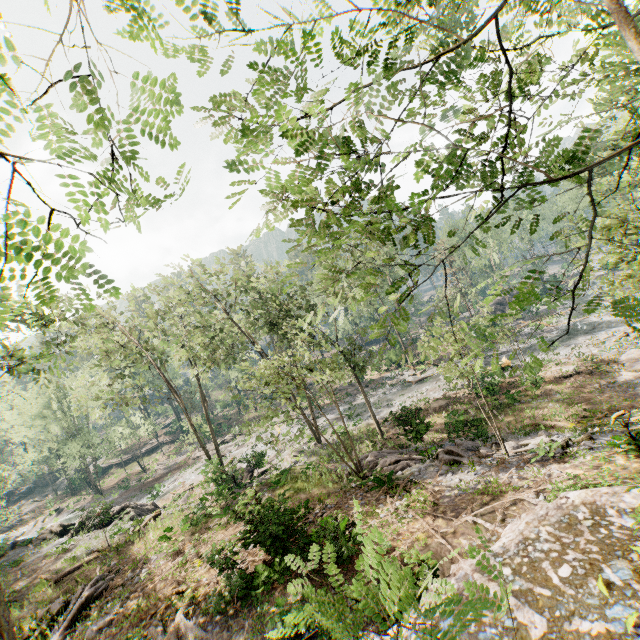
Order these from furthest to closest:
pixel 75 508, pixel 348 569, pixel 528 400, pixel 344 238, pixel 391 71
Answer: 1. pixel 75 508
2. pixel 344 238
3. pixel 528 400
4. pixel 348 569
5. pixel 391 71

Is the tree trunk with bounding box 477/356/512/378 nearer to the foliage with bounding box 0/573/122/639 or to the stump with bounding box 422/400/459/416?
the foliage with bounding box 0/573/122/639

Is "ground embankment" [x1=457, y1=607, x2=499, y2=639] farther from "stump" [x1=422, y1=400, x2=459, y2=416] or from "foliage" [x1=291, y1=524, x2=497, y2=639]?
"stump" [x1=422, y1=400, x2=459, y2=416]

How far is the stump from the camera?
25.8m

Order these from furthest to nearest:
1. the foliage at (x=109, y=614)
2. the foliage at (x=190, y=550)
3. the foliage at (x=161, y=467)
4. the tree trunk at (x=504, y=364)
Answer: the foliage at (x=161, y=467)
the tree trunk at (x=504, y=364)
the foliage at (x=190, y=550)
the foliage at (x=109, y=614)

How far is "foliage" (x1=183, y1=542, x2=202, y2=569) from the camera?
14.8 meters

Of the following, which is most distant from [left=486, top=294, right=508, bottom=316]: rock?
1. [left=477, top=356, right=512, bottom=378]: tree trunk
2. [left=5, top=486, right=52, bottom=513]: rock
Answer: [left=5, top=486, right=52, bottom=513]: rock

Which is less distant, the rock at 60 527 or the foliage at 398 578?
the foliage at 398 578
